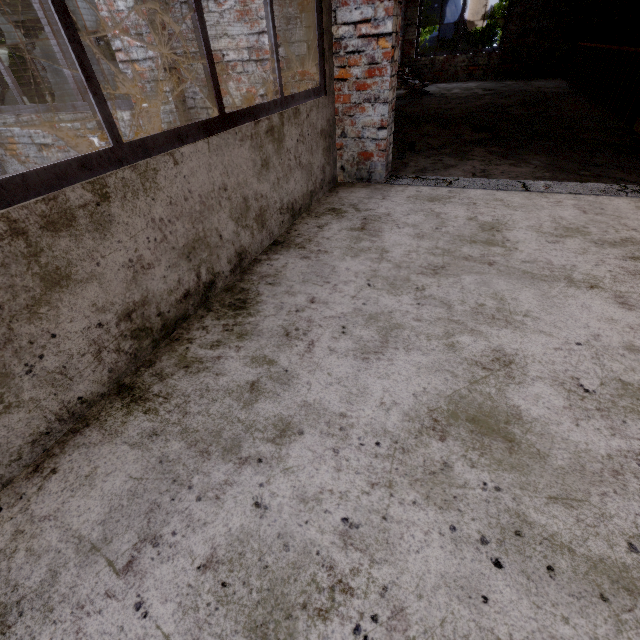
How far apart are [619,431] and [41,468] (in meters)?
2.11

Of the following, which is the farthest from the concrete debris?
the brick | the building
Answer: the building

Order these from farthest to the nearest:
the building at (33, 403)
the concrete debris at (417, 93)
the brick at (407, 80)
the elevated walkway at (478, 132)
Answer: the brick at (407, 80)
the concrete debris at (417, 93)
the elevated walkway at (478, 132)
the building at (33, 403)

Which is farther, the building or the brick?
the brick

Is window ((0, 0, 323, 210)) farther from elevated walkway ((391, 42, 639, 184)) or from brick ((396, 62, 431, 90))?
brick ((396, 62, 431, 90))

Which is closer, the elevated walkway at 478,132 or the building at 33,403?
the building at 33,403

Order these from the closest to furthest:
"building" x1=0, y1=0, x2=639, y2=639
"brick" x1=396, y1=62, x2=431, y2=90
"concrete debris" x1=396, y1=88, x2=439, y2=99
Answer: "building" x1=0, y1=0, x2=639, y2=639, "concrete debris" x1=396, y1=88, x2=439, y2=99, "brick" x1=396, y1=62, x2=431, y2=90

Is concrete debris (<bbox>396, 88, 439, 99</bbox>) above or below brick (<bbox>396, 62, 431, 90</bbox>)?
below
